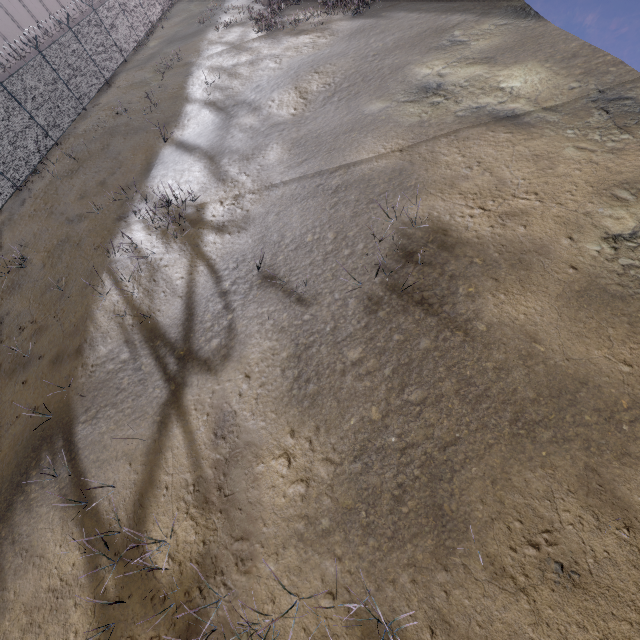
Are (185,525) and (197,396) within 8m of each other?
yes
